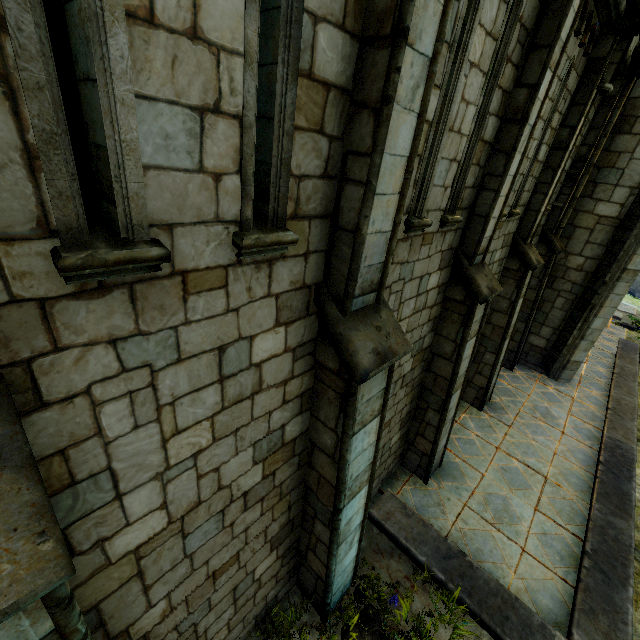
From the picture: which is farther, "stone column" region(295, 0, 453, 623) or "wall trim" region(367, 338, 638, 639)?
"wall trim" region(367, 338, 638, 639)

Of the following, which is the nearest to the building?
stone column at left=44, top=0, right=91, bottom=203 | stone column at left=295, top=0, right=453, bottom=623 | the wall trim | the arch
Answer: the wall trim

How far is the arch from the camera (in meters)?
5.93

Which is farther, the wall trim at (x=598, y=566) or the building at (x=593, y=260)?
the building at (x=593, y=260)

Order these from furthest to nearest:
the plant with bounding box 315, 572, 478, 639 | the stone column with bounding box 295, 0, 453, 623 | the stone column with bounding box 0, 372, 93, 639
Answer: the plant with bounding box 315, 572, 478, 639
the stone column with bounding box 295, 0, 453, 623
the stone column with bounding box 0, 372, 93, 639

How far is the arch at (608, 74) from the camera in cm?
593

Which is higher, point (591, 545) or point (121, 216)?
point (121, 216)

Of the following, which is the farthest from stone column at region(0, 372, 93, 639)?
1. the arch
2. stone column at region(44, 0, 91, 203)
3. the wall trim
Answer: the arch
